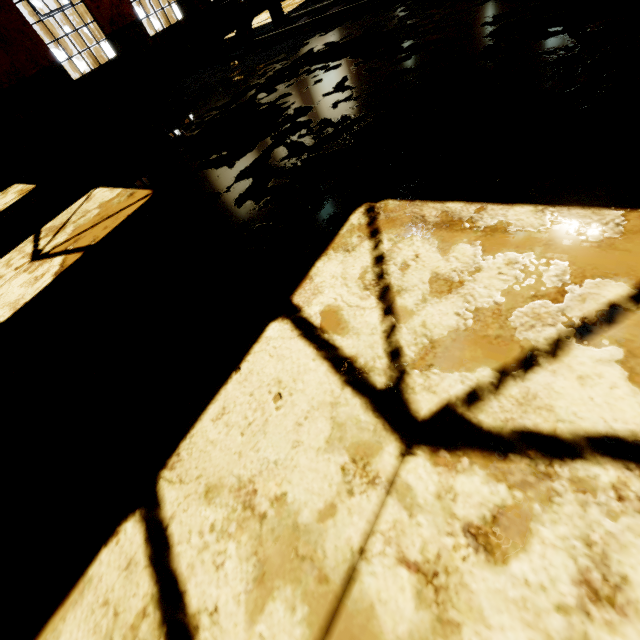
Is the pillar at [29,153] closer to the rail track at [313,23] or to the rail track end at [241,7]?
the rail track end at [241,7]

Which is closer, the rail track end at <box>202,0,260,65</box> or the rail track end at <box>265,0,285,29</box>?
the rail track end at <box>202,0,260,65</box>

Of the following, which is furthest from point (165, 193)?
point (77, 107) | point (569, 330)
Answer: point (77, 107)

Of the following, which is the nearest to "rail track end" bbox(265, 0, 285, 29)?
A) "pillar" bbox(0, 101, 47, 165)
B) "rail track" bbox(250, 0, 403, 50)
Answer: "rail track" bbox(250, 0, 403, 50)

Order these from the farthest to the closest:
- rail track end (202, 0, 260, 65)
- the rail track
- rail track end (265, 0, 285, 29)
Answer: rail track end (265, 0, 285, 29) → rail track end (202, 0, 260, 65) → the rail track

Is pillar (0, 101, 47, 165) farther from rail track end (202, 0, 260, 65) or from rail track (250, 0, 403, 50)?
rail track (250, 0, 403, 50)

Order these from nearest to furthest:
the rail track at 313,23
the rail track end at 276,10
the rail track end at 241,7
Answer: the rail track at 313,23, the rail track end at 241,7, the rail track end at 276,10
